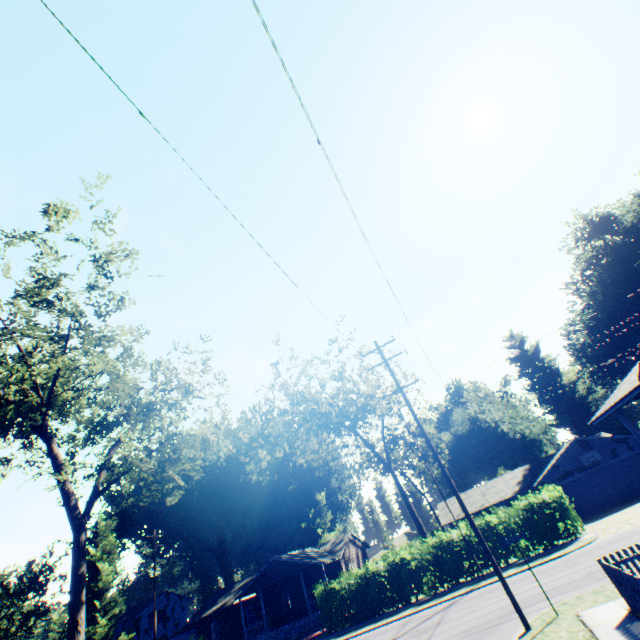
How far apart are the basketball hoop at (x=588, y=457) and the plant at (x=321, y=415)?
16.80m

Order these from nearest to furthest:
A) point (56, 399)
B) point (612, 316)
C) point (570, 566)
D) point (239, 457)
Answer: point (570, 566) → point (56, 399) → point (612, 316) → point (239, 457)

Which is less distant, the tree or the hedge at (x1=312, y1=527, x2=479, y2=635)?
the tree

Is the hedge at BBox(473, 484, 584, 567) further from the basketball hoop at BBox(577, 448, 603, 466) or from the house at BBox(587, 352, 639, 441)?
the house at BBox(587, 352, 639, 441)

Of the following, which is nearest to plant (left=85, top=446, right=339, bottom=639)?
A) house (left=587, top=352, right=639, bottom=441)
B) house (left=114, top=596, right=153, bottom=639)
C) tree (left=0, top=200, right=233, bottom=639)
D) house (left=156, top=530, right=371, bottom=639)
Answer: house (left=114, top=596, right=153, bottom=639)

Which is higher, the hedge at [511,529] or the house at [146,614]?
the house at [146,614]

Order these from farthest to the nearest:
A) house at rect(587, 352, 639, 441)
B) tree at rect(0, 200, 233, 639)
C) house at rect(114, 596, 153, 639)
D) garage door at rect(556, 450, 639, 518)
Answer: house at rect(114, 596, 153, 639), garage door at rect(556, 450, 639, 518), tree at rect(0, 200, 233, 639), house at rect(587, 352, 639, 441)

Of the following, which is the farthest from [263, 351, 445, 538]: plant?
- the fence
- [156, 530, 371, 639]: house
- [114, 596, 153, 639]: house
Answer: [114, 596, 153, 639]: house
